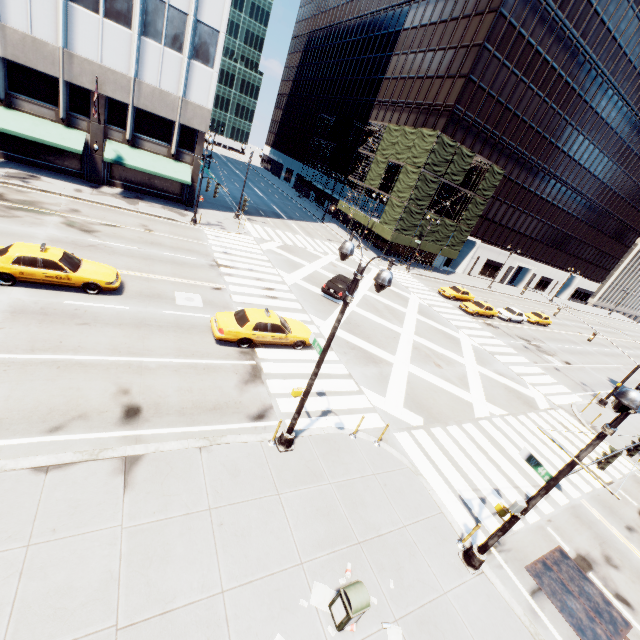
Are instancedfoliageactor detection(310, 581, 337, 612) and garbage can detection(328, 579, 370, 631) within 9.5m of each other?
yes

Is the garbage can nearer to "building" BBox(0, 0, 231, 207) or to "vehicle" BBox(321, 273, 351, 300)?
"vehicle" BBox(321, 273, 351, 300)

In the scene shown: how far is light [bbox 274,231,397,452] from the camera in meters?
7.5 m

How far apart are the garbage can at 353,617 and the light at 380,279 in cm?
425

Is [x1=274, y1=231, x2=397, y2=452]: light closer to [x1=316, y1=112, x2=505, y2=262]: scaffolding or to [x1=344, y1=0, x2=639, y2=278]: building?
[x1=316, y1=112, x2=505, y2=262]: scaffolding

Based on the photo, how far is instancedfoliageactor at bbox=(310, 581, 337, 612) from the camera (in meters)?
7.52

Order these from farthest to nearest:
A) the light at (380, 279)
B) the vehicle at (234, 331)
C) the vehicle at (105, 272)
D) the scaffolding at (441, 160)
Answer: the scaffolding at (441, 160), the vehicle at (234, 331), the vehicle at (105, 272), the light at (380, 279)

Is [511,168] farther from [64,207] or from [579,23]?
[64,207]
